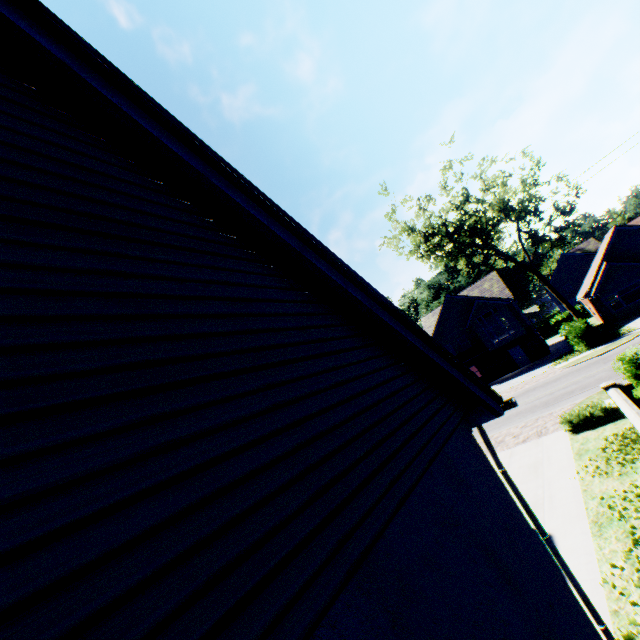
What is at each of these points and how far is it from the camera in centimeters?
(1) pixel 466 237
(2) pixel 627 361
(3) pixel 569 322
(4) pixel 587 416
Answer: (1) tree, 2930cm
(2) hedge, 1039cm
(3) hedge, 2775cm
(4) hedge, 1171cm

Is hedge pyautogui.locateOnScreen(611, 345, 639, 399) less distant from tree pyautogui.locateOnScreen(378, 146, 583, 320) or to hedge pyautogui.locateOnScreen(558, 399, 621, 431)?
hedge pyautogui.locateOnScreen(558, 399, 621, 431)

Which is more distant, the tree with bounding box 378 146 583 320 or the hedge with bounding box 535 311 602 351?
the tree with bounding box 378 146 583 320

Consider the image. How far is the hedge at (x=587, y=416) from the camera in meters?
11.2 m

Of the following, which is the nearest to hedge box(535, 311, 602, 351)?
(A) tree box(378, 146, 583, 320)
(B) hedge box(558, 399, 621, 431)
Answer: (A) tree box(378, 146, 583, 320)

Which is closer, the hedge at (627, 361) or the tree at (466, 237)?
the hedge at (627, 361)

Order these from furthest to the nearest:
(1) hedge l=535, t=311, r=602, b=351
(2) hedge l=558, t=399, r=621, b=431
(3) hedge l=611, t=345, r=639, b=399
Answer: (1) hedge l=535, t=311, r=602, b=351
(2) hedge l=558, t=399, r=621, b=431
(3) hedge l=611, t=345, r=639, b=399
